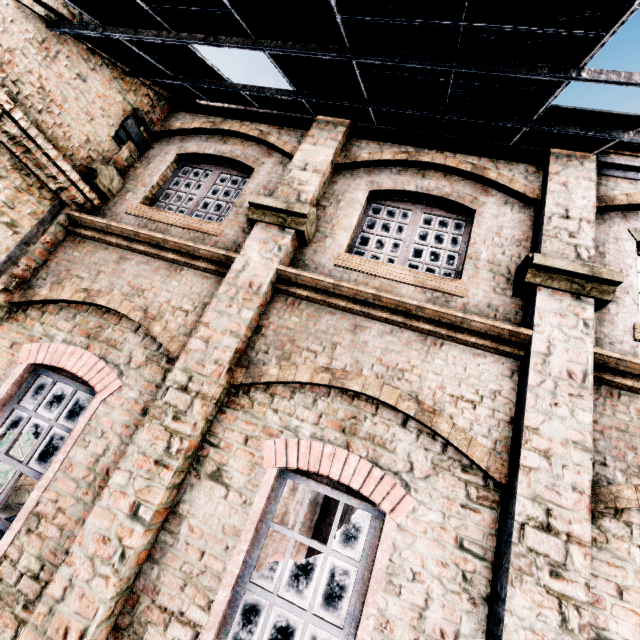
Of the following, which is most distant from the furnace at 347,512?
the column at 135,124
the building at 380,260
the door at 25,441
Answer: the column at 135,124

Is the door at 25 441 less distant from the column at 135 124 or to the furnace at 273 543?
the furnace at 273 543

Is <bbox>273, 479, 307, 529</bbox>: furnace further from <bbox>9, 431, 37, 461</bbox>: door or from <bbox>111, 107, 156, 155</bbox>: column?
<bbox>111, 107, 156, 155</bbox>: column

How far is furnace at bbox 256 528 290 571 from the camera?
15.2m

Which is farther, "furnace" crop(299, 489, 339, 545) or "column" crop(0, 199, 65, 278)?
"furnace" crop(299, 489, 339, 545)

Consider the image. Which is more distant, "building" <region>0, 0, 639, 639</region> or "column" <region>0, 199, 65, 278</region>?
"column" <region>0, 199, 65, 278</region>

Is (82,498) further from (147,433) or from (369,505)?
(369,505)
